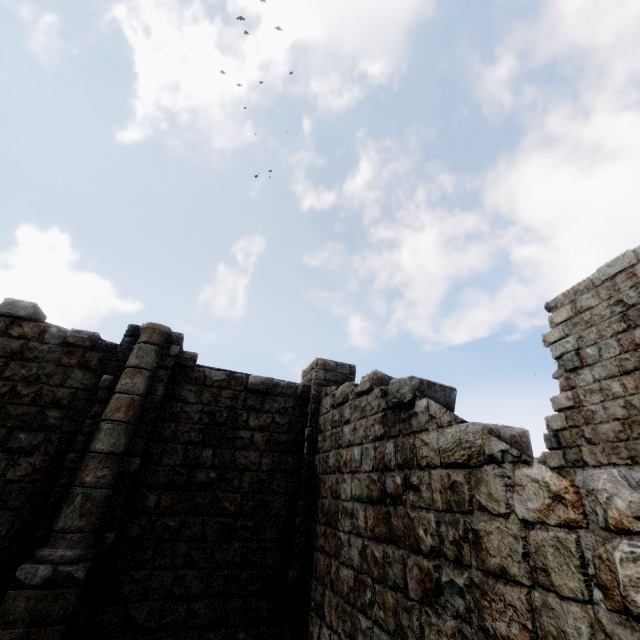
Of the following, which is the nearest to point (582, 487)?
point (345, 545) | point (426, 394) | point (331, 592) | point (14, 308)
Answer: point (426, 394)
